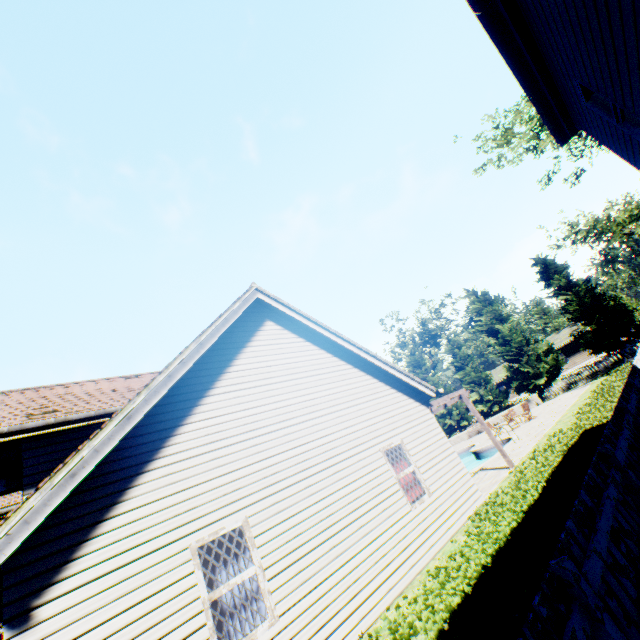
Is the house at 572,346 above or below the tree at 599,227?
below

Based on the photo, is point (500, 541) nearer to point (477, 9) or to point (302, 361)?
point (302, 361)

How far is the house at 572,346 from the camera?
45.8m

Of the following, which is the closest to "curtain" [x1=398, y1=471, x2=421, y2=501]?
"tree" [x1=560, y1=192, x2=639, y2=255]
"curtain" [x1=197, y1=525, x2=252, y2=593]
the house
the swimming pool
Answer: "curtain" [x1=197, y1=525, x2=252, y2=593]

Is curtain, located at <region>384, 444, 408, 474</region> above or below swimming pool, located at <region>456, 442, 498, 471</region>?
above

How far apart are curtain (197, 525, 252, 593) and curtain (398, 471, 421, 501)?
4.1m

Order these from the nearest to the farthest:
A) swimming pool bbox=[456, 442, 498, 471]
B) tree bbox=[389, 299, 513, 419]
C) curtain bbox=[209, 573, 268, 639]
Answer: curtain bbox=[209, 573, 268, 639], swimming pool bbox=[456, 442, 498, 471], tree bbox=[389, 299, 513, 419]

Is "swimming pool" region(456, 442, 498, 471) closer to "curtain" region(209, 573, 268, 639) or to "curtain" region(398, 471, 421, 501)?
"curtain" region(398, 471, 421, 501)
